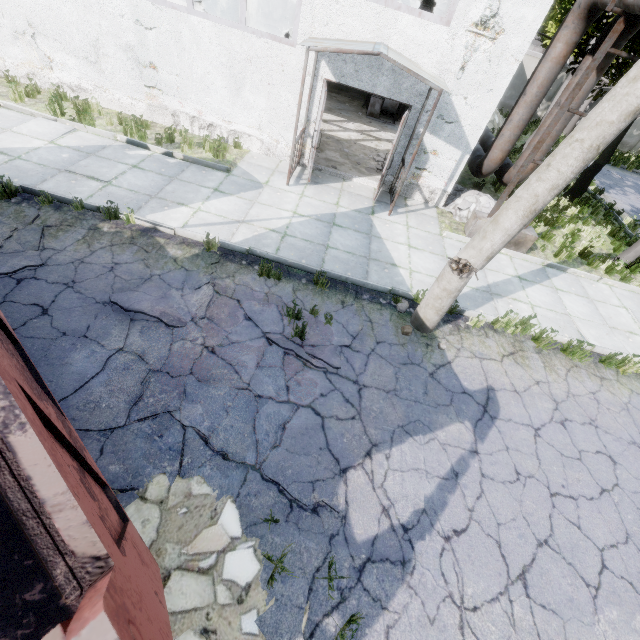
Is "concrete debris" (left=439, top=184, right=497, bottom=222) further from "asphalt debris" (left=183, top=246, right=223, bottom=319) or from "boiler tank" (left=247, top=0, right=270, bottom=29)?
"boiler tank" (left=247, top=0, right=270, bottom=29)

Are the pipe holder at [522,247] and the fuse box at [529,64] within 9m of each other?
no

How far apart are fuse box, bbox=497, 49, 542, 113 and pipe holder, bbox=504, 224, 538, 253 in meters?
19.1 m

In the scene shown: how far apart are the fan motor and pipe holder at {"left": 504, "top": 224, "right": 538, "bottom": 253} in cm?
789

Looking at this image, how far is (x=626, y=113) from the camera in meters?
3.4 m

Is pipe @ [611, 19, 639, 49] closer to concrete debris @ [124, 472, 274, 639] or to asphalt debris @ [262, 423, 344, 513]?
concrete debris @ [124, 472, 274, 639]

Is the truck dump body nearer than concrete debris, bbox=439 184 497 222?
Yes

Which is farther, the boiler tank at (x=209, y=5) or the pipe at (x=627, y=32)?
the boiler tank at (x=209, y=5)
